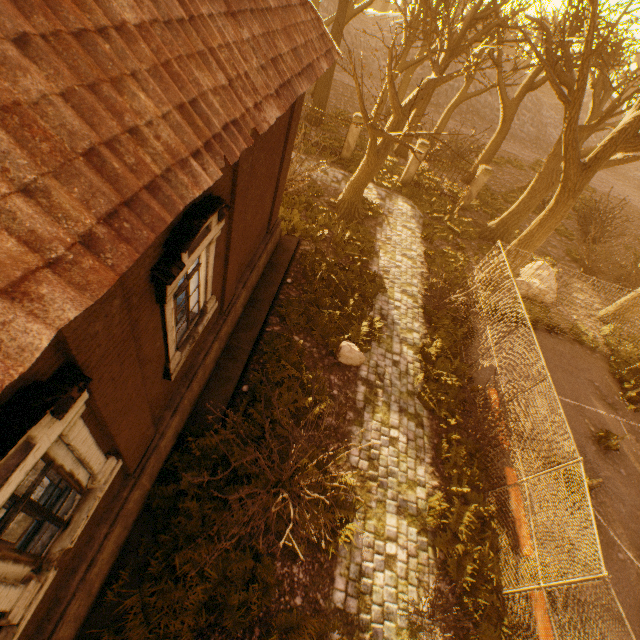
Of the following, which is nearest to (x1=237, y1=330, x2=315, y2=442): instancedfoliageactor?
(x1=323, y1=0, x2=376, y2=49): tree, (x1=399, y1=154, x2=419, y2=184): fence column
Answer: (x1=323, y1=0, x2=376, y2=49): tree

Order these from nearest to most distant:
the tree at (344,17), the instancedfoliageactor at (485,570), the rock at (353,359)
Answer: the instancedfoliageactor at (485,570) < the rock at (353,359) < the tree at (344,17)

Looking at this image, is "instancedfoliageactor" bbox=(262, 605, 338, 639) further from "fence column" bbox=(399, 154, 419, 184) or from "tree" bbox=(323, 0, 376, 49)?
"fence column" bbox=(399, 154, 419, 184)

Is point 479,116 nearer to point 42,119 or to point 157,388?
point 157,388

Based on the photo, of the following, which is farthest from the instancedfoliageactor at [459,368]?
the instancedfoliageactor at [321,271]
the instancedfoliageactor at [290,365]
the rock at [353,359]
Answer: the instancedfoliageactor at [290,365]

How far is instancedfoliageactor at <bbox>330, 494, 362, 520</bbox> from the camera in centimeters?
695cm

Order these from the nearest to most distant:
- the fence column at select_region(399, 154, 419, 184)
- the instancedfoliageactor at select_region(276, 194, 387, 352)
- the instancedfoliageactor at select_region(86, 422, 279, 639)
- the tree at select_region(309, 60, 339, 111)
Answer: the instancedfoliageactor at select_region(86, 422, 279, 639) → the instancedfoliageactor at select_region(276, 194, 387, 352) → the fence column at select_region(399, 154, 419, 184) → the tree at select_region(309, 60, 339, 111)

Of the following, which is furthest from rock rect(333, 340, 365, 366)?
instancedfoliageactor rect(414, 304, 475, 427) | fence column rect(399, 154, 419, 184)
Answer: fence column rect(399, 154, 419, 184)
